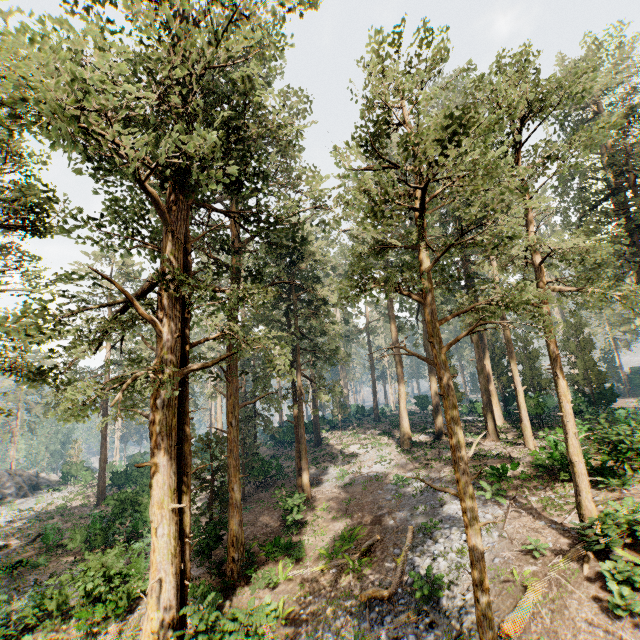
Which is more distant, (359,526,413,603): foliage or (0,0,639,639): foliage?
(359,526,413,603): foliage

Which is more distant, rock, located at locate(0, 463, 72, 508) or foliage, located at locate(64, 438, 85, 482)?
foliage, located at locate(64, 438, 85, 482)

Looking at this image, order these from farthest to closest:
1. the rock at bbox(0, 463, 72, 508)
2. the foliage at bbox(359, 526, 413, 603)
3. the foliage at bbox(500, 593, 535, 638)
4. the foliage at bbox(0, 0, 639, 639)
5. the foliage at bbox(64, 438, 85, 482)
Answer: the foliage at bbox(64, 438, 85, 482)
the rock at bbox(0, 463, 72, 508)
the foliage at bbox(359, 526, 413, 603)
the foliage at bbox(500, 593, 535, 638)
the foliage at bbox(0, 0, 639, 639)

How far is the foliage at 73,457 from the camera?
45.5 meters

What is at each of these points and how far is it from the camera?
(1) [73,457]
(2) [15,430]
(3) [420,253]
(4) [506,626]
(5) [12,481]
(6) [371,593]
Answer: (1) foliage, 49.1m
(2) foliage, 60.0m
(3) foliage, 10.5m
(4) foliage, 9.8m
(5) rock, 42.2m
(6) foliage, 12.5m

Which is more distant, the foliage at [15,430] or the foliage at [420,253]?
the foliage at [15,430]

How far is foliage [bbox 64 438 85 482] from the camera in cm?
4553
